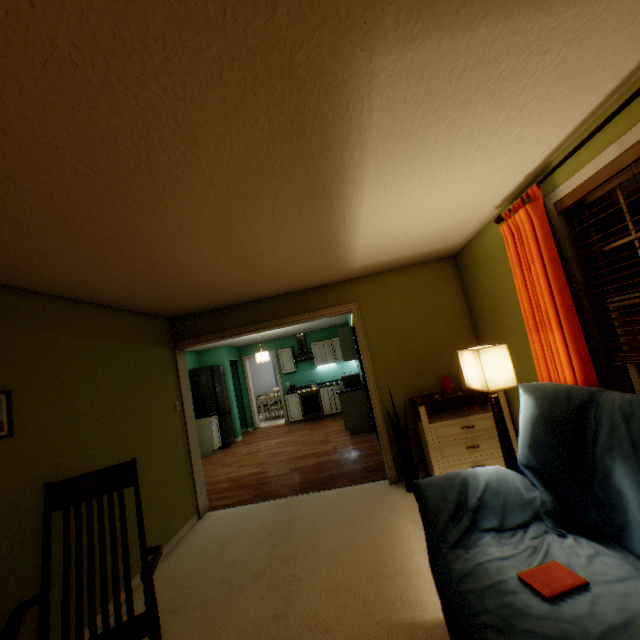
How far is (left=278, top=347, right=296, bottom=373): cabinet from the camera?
9.3m

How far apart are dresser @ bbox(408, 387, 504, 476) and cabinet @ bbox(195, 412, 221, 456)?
5.2m

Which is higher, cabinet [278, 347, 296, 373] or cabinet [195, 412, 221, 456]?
cabinet [278, 347, 296, 373]

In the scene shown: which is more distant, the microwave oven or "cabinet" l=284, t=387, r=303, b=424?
"cabinet" l=284, t=387, r=303, b=424

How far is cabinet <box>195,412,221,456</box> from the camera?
7.27m

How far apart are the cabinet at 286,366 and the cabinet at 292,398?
0.5 meters

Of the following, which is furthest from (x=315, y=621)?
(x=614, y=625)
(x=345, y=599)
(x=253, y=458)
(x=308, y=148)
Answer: (x=253, y=458)

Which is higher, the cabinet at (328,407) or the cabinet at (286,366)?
the cabinet at (286,366)
